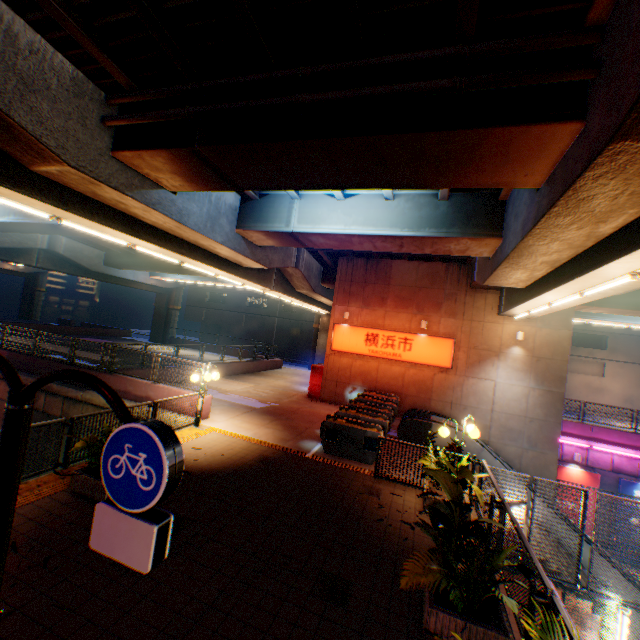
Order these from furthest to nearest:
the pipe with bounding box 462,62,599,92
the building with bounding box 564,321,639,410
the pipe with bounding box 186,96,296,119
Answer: the building with bounding box 564,321,639,410 < the pipe with bounding box 186,96,296,119 < the pipe with bounding box 462,62,599,92

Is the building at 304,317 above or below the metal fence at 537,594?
above

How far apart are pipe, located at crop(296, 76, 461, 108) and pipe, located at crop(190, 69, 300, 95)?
0.32m

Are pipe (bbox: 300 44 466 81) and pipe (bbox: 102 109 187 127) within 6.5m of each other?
yes

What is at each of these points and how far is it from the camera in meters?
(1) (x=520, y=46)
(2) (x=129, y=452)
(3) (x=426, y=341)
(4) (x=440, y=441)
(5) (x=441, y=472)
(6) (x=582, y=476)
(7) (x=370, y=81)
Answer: (1) pipe, 4.9
(2) sign, 2.1
(3) sign, 17.4
(4) escalator, 13.0
(5) plants, 5.3
(6) billboard, 18.3
(7) overpass support, 5.9

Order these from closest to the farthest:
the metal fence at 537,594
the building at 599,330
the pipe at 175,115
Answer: the metal fence at 537,594 < the pipe at 175,115 < the building at 599,330
